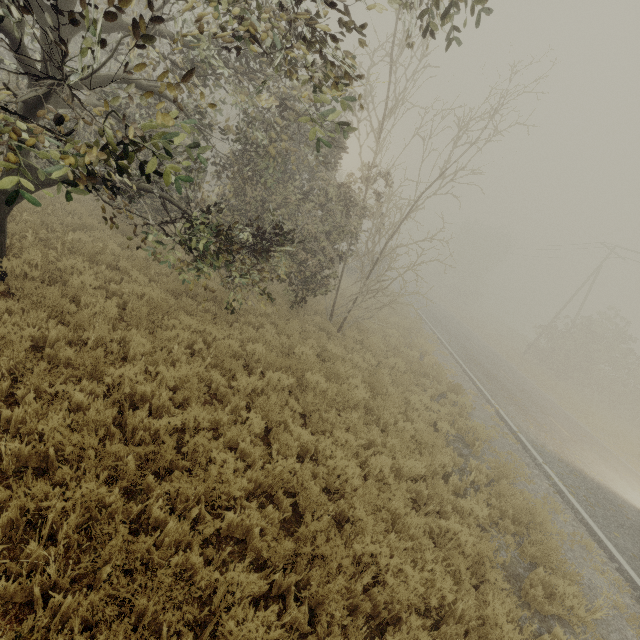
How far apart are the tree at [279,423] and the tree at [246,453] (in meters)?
1.07

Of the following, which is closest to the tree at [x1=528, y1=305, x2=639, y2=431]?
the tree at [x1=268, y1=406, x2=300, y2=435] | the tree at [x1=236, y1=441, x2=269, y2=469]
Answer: the tree at [x1=268, y1=406, x2=300, y2=435]

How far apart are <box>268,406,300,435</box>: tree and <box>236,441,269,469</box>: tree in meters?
1.1 m

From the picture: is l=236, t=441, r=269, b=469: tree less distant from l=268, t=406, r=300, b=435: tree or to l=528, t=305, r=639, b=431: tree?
l=268, t=406, r=300, b=435: tree

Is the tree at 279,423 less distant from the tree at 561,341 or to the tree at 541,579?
the tree at 541,579

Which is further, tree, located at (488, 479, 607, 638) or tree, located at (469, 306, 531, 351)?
tree, located at (469, 306, 531, 351)

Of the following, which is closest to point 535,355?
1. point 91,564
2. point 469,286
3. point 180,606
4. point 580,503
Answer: point 580,503

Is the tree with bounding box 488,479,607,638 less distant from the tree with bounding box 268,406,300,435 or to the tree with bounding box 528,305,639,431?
the tree with bounding box 268,406,300,435
